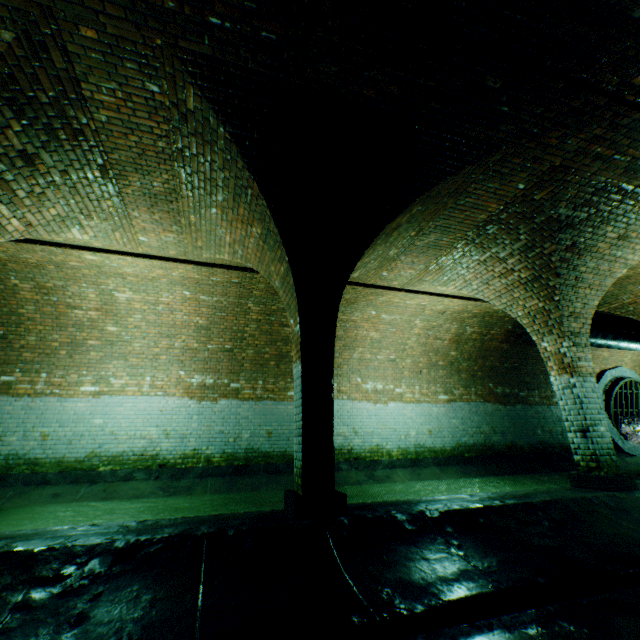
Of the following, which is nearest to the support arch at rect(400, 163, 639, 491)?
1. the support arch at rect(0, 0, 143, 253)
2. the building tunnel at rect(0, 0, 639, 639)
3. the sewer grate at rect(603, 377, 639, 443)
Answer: the building tunnel at rect(0, 0, 639, 639)

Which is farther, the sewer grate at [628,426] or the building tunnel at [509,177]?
the sewer grate at [628,426]

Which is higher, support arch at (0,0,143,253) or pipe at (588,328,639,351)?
support arch at (0,0,143,253)

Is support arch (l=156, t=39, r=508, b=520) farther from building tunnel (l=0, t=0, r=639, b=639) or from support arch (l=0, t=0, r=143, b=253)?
support arch (l=0, t=0, r=143, b=253)

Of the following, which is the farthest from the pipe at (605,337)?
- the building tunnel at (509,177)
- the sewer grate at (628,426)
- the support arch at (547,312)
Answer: the sewer grate at (628,426)

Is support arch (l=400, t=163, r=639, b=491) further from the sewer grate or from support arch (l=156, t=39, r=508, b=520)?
the sewer grate

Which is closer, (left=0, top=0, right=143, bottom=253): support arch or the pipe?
(left=0, top=0, right=143, bottom=253): support arch

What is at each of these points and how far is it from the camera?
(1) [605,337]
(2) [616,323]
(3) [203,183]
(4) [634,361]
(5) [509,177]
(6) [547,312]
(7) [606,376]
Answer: (1) pipe, 9.95m
(2) building tunnel, 10.63m
(3) support arch, 4.54m
(4) building tunnel, 13.20m
(5) building tunnel, 4.65m
(6) support arch, 6.06m
(7) sewerage pipe, 12.55m
